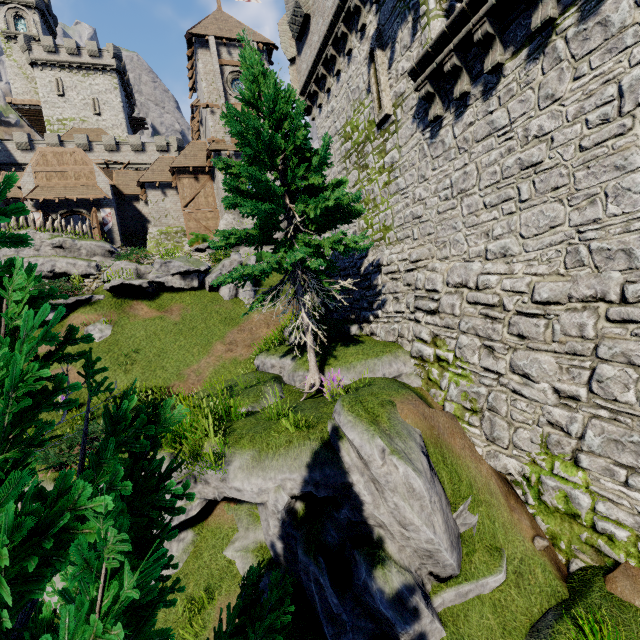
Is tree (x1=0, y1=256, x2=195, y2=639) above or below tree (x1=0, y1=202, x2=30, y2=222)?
below

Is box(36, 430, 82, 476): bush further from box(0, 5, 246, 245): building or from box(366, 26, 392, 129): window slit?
box(0, 5, 246, 245): building

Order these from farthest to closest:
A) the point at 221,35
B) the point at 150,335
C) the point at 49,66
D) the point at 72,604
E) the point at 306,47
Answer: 1. the point at 49,66
2. the point at 221,35
3. the point at 150,335
4. the point at 306,47
5. the point at 72,604

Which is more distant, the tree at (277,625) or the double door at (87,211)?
the double door at (87,211)

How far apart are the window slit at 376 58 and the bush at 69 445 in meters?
11.6 m

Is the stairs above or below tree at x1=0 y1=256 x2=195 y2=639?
above

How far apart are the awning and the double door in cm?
48

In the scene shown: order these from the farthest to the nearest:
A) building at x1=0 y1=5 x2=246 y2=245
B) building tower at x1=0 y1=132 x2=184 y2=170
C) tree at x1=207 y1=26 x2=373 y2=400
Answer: building tower at x1=0 y1=132 x2=184 y2=170 < building at x1=0 y1=5 x2=246 y2=245 < tree at x1=207 y1=26 x2=373 y2=400
